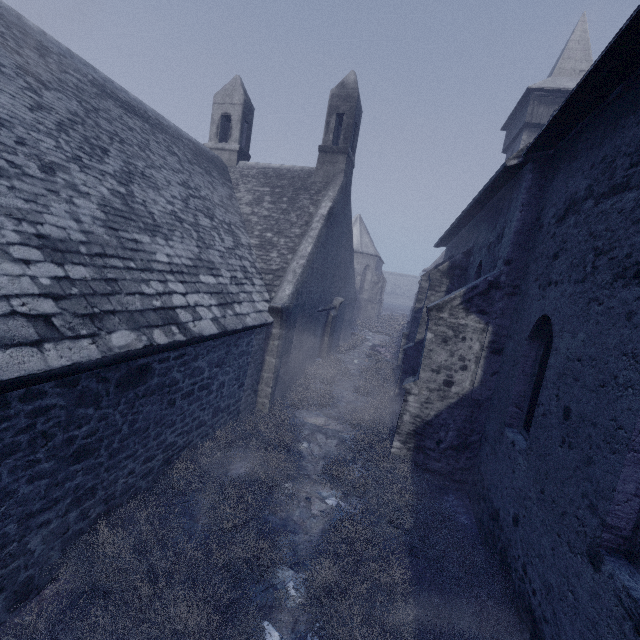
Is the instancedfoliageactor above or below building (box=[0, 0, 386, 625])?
below

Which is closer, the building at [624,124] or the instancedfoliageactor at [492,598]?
the building at [624,124]

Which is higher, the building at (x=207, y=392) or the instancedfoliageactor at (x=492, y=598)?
the building at (x=207, y=392)

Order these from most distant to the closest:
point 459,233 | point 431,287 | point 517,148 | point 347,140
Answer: point 517,148
point 459,233
point 347,140
point 431,287

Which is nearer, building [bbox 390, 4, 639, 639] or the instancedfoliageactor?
building [bbox 390, 4, 639, 639]
